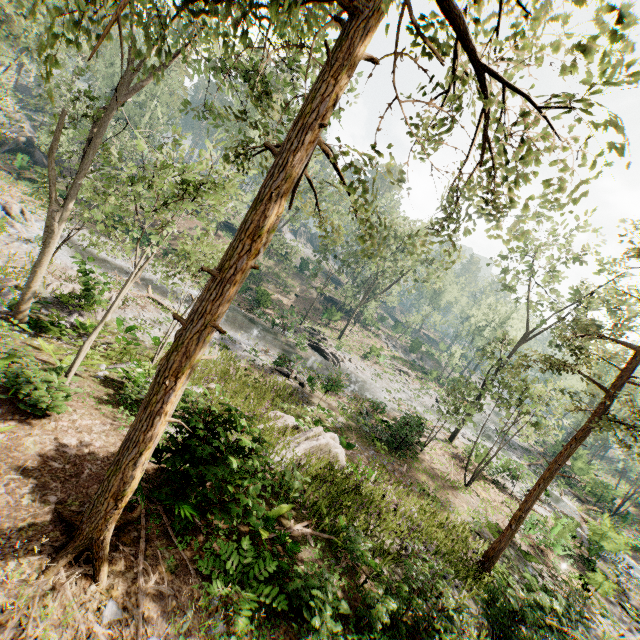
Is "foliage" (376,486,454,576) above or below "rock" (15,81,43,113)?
below

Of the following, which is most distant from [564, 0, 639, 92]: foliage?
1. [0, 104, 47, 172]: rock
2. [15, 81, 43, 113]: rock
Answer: [15, 81, 43, 113]: rock

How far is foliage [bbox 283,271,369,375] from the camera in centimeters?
3167cm

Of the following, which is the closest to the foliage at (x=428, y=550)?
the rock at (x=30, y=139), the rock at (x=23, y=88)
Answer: the rock at (x=30, y=139)

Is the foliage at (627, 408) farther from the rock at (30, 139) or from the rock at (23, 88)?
the rock at (23, 88)

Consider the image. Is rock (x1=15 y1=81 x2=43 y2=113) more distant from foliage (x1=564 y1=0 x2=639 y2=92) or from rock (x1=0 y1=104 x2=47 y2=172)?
rock (x1=0 y1=104 x2=47 y2=172)

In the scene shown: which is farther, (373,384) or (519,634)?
(373,384)
